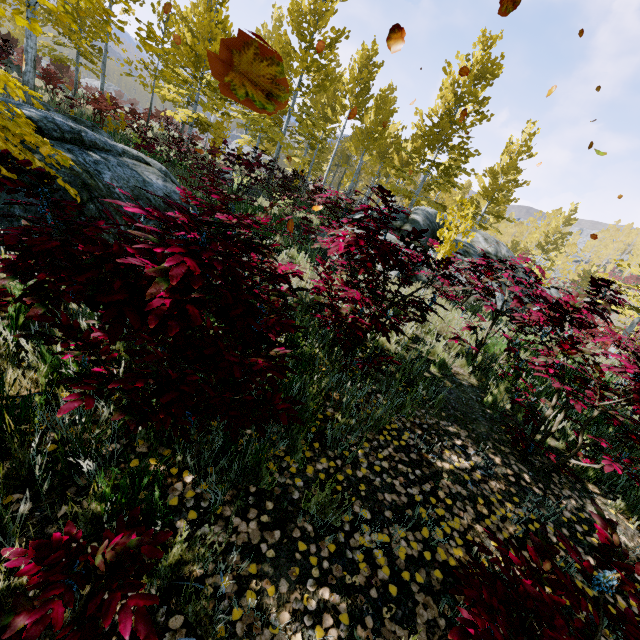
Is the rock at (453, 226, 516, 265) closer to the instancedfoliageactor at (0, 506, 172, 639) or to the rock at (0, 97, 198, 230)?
the instancedfoliageactor at (0, 506, 172, 639)

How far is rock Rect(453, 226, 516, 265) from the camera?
10.0 meters

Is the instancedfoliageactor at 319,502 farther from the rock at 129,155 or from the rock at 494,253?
the rock at 129,155

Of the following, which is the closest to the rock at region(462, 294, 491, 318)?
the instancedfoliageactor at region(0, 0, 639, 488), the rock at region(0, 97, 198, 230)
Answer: the instancedfoliageactor at region(0, 0, 639, 488)

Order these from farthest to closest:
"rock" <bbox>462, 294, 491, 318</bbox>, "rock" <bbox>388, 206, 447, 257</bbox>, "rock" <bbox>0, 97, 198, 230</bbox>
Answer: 1. "rock" <bbox>388, 206, 447, 257</bbox>
2. "rock" <bbox>462, 294, 491, 318</bbox>
3. "rock" <bbox>0, 97, 198, 230</bbox>

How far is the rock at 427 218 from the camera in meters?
9.7

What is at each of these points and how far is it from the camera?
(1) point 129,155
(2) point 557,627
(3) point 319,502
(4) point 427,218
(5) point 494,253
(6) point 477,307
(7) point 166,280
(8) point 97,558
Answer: (1) rock, 5.1m
(2) instancedfoliageactor, 1.4m
(3) instancedfoliageactor, 2.1m
(4) rock, 10.4m
(5) rock, 11.0m
(6) rock, 8.0m
(7) instancedfoliageactor, 1.2m
(8) instancedfoliageactor, 1.1m
